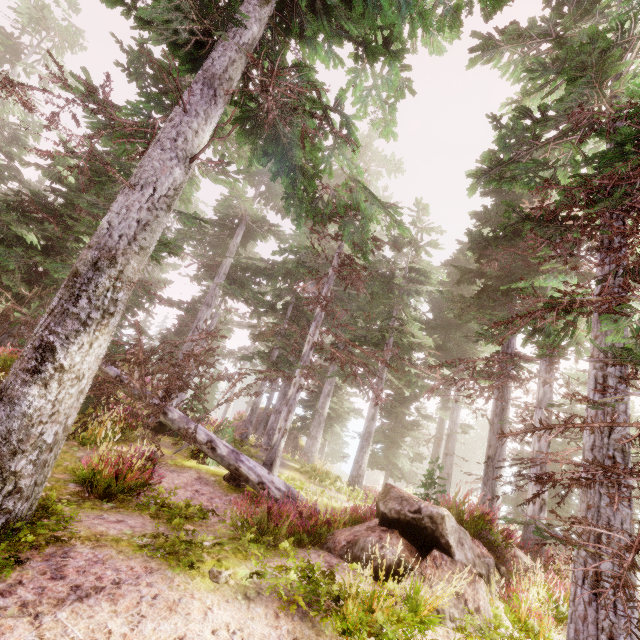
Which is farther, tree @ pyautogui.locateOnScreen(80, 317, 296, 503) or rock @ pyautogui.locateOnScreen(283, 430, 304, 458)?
rock @ pyautogui.locateOnScreen(283, 430, 304, 458)

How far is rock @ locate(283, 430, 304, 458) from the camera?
28.0 meters

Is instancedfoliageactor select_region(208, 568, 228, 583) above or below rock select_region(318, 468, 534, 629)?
below

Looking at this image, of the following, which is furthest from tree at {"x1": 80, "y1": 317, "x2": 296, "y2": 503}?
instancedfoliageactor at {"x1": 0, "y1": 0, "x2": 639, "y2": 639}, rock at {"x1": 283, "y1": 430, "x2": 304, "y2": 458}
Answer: rock at {"x1": 283, "y1": 430, "x2": 304, "y2": 458}

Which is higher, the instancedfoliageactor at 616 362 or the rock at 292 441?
the instancedfoliageactor at 616 362

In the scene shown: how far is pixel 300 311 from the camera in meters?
19.1

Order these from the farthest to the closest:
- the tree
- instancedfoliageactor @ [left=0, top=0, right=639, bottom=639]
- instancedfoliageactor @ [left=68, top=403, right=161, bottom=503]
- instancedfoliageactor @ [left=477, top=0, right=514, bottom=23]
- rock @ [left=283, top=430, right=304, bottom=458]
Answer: rock @ [left=283, top=430, right=304, bottom=458] → the tree → instancedfoliageactor @ [left=68, top=403, right=161, bottom=503] → instancedfoliageactor @ [left=477, top=0, right=514, bottom=23] → instancedfoliageactor @ [left=0, top=0, right=639, bottom=639]

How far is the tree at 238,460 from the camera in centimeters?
856cm
